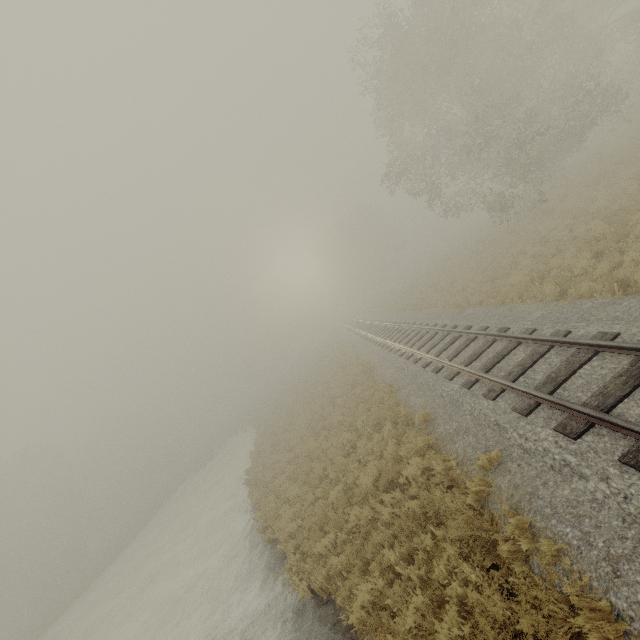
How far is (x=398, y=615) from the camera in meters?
5.4
